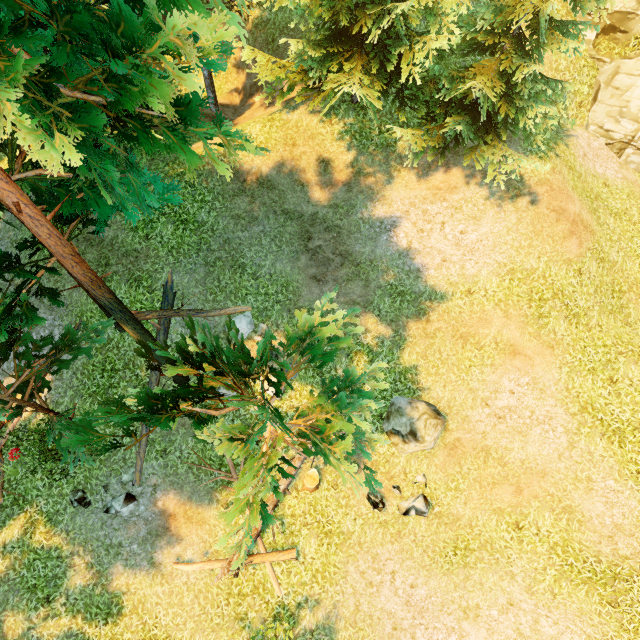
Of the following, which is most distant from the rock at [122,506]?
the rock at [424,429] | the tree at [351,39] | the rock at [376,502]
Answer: the rock at [424,429]

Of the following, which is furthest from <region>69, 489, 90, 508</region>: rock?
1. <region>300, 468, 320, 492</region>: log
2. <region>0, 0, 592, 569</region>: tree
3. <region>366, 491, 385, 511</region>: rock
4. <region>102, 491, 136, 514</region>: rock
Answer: <region>366, 491, 385, 511</region>: rock

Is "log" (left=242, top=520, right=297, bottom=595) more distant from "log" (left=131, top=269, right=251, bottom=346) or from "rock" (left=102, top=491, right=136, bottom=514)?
"rock" (left=102, top=491, right=136, bottom=514)

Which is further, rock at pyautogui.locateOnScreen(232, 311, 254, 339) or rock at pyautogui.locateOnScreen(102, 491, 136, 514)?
rock at pyautogui.locateOnScreen(232, 311, 254, 339)

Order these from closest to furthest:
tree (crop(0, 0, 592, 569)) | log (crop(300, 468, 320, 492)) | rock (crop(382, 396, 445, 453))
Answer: tree (crop(0, 0, 592, 569)), rock (crop(382, 396, 445, 453)), log (crop(300, 468, 320, 492))

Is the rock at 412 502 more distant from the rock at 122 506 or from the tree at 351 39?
the rock at 122 506

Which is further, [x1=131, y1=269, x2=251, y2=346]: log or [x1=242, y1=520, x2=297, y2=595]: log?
[x1=131, y1=269, x2=251, y2=346]: log

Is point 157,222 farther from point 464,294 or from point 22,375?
point 464,294
